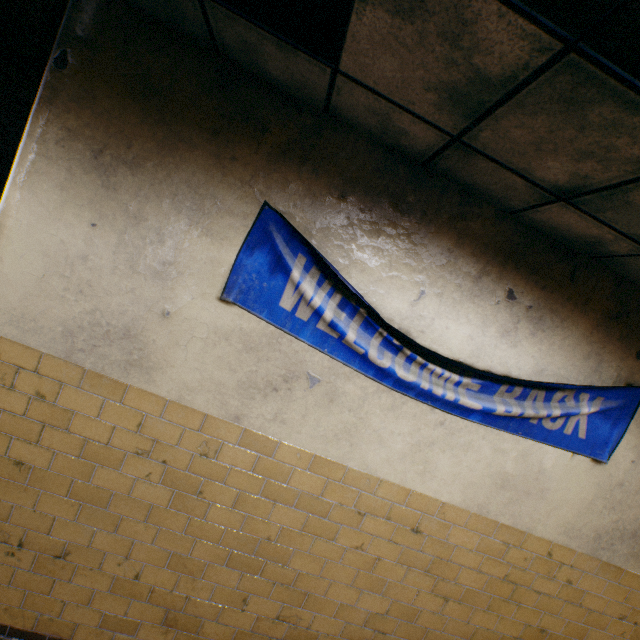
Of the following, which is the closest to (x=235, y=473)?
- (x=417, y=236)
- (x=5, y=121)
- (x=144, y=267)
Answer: (x=144, y=267)

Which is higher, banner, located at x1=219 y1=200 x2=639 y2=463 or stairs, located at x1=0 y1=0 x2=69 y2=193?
stairs, located at x1=0 y1=0 x2=69 y2=193

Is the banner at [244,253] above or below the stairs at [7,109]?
below
